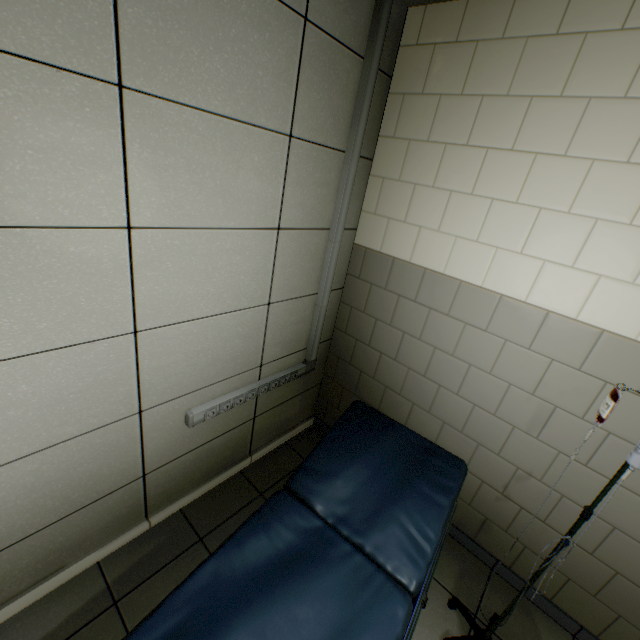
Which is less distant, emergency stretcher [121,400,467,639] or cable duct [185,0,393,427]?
emergency stretcher [121,400,467,639]

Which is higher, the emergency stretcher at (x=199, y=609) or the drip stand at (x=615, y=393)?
the drip stand at (x=615, y=393)

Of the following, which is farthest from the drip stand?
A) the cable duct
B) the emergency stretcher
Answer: the cable duct

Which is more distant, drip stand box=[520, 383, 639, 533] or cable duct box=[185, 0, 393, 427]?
cable duct box=[185, 0, 393, 427]

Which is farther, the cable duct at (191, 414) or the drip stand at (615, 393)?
the cable duct at (191, 414)

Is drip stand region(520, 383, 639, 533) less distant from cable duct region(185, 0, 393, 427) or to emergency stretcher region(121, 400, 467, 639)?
emergency stretcher region(121, 400, 467, 639)

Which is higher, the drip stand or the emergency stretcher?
the drip stand

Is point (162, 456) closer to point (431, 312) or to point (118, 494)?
point (118, 494)
